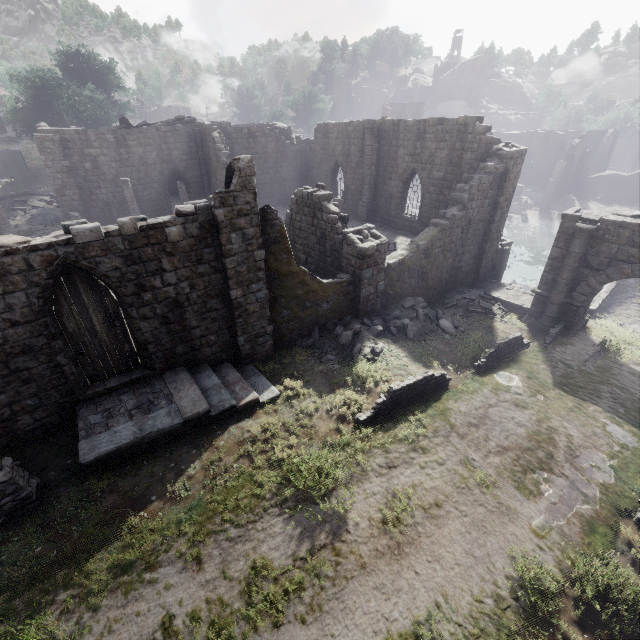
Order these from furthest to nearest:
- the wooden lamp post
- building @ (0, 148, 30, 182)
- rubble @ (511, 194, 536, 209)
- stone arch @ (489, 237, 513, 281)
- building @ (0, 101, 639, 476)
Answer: rubble @ (511, 194, 536, 209), building @ (0, 148, 30, 182), stone arch @ (489, 237, 513, 281), building @ (0, 101, 639, 476), the wooden lamp post

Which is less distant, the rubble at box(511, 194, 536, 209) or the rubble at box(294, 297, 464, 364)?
the rubble at box(294, 297, 464, 364)

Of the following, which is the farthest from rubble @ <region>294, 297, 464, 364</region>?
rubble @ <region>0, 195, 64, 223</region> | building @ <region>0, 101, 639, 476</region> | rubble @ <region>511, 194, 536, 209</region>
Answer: rubble @ <region>511, 194, 536, 209</region>

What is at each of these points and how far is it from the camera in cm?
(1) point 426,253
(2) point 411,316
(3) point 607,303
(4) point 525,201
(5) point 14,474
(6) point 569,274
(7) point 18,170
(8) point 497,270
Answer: (1) building, 1600
(2) rubble, 1493
(3) bridge, 2170
(4) rubble, 4228
(5) wooden lamp post, 712
(6) stone arch, 1460
(7) building, 3497
(8) stone arch, 2095

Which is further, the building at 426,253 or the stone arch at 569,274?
the stone arch at 569,274

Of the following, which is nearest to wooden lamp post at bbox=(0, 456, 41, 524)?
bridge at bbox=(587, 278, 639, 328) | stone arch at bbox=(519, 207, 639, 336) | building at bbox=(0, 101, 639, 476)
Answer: building at bbox=(0, 101, 639, 476)

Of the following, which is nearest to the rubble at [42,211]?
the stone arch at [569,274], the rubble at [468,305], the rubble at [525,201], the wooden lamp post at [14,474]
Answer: the rubble at [468,305]

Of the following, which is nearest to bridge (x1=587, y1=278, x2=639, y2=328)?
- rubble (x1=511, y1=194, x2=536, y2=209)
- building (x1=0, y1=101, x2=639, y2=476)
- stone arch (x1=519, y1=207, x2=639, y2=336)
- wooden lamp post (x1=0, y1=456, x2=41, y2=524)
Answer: stone arch (x1=519, y1=207, x2=639, y2=336)
